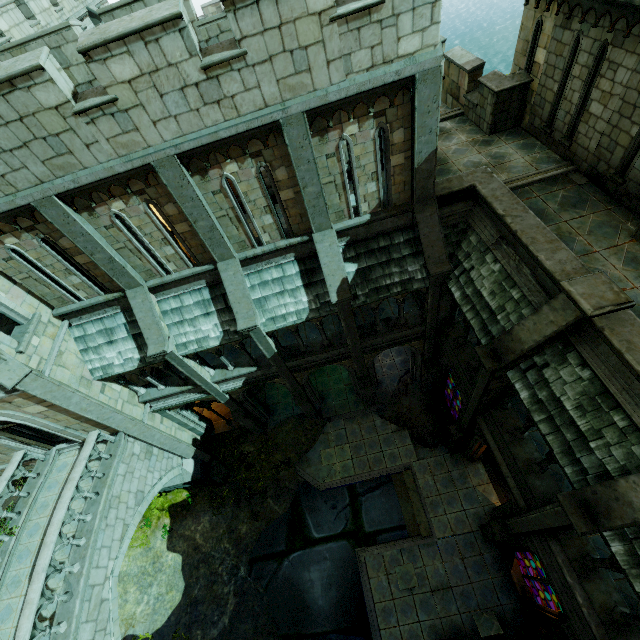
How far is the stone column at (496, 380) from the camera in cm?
707

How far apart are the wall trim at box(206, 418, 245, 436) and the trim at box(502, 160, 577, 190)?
15.31m

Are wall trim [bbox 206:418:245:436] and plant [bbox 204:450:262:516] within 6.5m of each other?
yes

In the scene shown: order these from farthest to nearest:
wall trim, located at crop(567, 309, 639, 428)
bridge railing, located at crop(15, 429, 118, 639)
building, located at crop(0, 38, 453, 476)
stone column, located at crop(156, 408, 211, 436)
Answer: stone column, located at crop(156, 408, 211, 436) → bridge railing, located at crop(15, 429, 118, 639) → building, located at crop(0, 38, 453, 476) → wall trim, located at crop(567, 309, 639, 428)

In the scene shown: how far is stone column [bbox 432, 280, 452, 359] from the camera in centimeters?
1105cm

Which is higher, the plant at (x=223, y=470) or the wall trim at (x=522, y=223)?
the wall trim at (x=522, y=223)

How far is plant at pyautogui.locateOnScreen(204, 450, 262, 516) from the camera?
16.39m

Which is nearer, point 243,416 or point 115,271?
point 115,271
